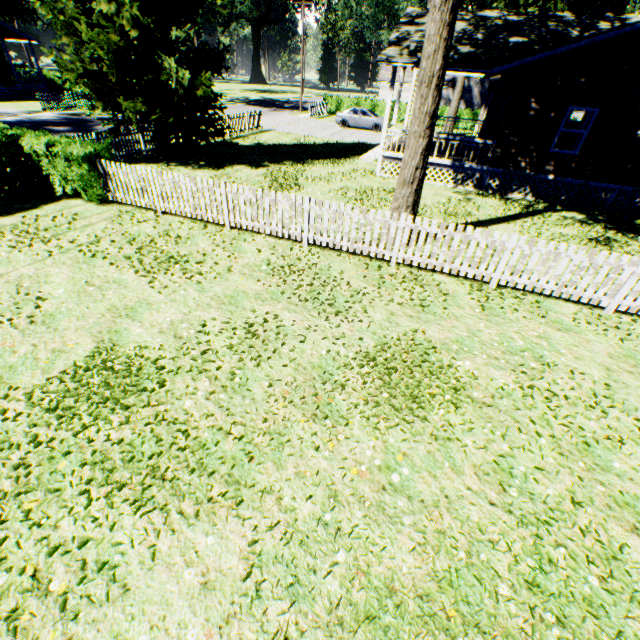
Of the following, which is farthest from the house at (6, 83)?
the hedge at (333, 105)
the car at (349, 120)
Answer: the car at (349, 120)

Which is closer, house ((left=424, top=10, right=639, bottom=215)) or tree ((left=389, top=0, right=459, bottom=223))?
tree ((left=389, top=0, right=459, bottom=223))

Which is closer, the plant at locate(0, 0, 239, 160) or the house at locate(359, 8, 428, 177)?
the plant at locate(0, 0, 239, 160)

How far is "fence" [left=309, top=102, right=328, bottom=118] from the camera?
33.1 meters

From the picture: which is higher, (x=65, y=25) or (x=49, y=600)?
(x=65, y=25)

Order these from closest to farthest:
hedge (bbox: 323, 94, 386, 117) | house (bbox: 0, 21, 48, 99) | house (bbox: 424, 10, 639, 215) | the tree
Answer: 1. the tree
2. house (bbox: 424, 10, 639, 215)
3. house (bbox: 0, 21, 48, 99)
4. hedge (bbox: 323, 94, 386, 117)

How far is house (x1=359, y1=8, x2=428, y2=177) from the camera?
13.24m

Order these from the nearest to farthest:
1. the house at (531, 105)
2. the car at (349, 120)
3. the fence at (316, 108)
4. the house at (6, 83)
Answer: the house at (531, 105) < the car at (349, 120) < the house at (6, 83) < the fence at (316, 108)
